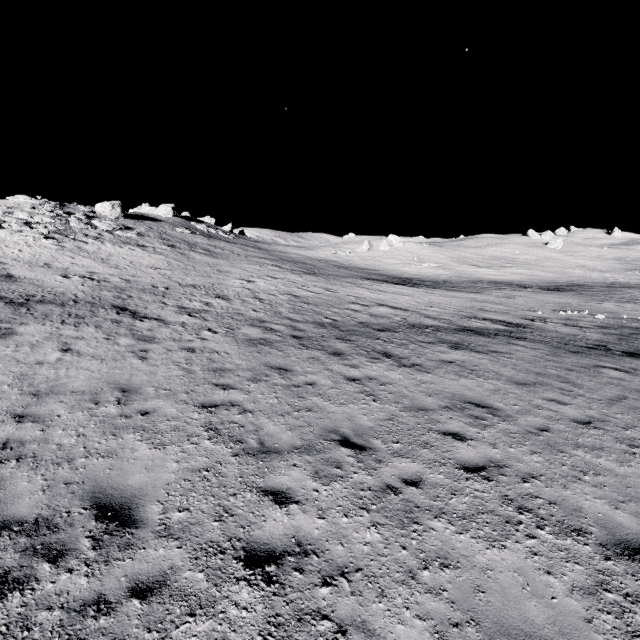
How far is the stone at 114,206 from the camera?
41.3m

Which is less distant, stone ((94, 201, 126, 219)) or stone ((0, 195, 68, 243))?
stone ((0, 195, 68, 243))

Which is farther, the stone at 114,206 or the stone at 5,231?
the stone at 114,206

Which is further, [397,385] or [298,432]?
[397,385]

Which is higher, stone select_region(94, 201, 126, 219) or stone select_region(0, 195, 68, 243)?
stone select_region(94, 201, 126, 219)

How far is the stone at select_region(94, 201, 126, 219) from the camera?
41.3m
